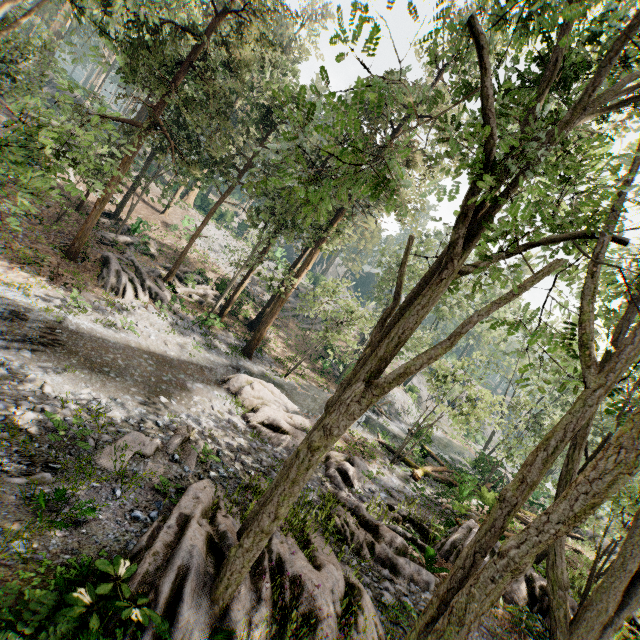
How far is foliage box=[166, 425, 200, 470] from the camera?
10.70m

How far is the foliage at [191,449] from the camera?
10.7 meters

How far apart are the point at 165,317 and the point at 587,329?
21.6 meters

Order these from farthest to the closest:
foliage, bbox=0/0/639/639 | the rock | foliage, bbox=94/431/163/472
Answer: the rock → foliage, bbox=94/431/163/472 → foliage, bbox=0/0/639/639

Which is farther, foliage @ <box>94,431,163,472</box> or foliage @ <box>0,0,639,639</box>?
foliage @ <box>94,431,163,472</box>

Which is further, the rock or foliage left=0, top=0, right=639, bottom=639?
the rock
